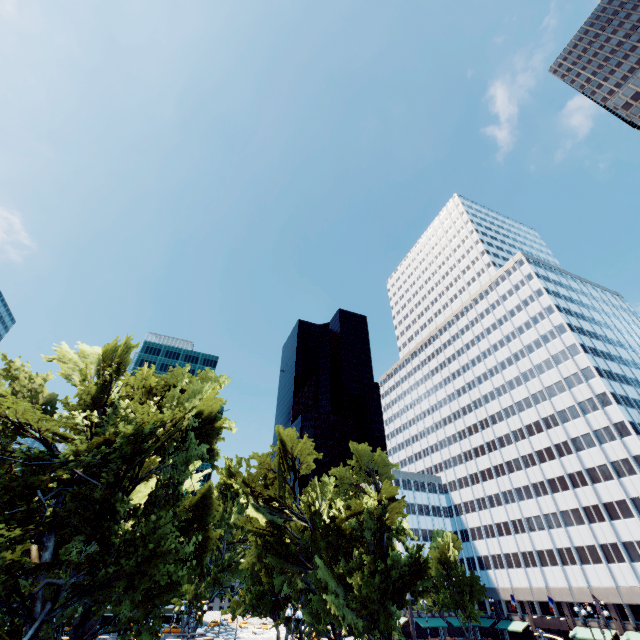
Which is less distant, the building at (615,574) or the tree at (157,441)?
the tree at (157,441)

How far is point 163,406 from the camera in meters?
25.4 m

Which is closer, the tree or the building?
the tree
